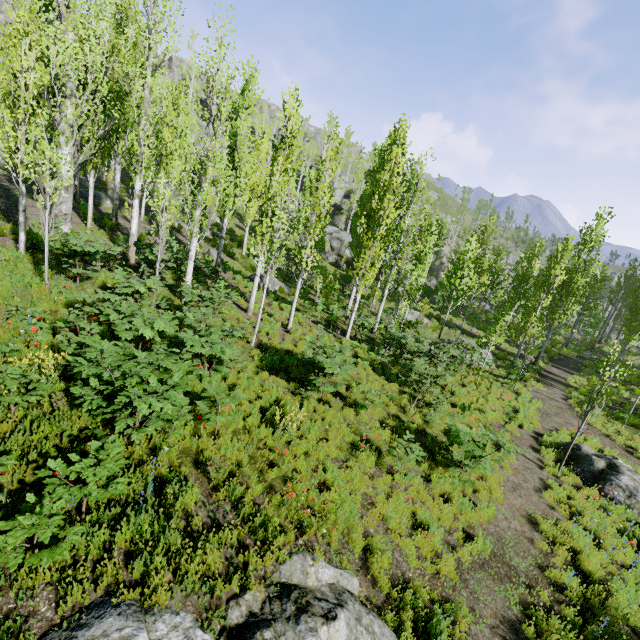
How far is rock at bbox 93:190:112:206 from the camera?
22.9 meters

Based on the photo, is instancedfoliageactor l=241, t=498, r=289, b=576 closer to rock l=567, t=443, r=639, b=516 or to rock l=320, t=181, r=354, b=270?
rock l=320, t=181, r=354, b=270

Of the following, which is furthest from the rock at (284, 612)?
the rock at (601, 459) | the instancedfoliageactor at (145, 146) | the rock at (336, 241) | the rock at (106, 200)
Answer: the rock at (336, 241)

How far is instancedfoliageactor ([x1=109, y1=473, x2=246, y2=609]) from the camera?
4.12m

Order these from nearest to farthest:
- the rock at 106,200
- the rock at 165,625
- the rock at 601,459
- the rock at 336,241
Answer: the rock at 165,625
the rock at 601,459
the rock at 106,200
the rock at 336,241

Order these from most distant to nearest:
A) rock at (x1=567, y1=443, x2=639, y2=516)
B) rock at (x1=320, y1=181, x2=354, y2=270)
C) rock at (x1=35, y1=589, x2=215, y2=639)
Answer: rock at (x1=320, y1=181, x2=354, y2=270) < rock at (x1=567, y1=443, x2=639, y2=516) < rock at (x1=35, y1=589, x2=215, y2=639)

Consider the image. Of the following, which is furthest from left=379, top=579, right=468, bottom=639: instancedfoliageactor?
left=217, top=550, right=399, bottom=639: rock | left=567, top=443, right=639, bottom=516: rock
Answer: left=217, top=550, right=399, bottom=639: rock

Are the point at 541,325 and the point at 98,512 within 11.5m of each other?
no
